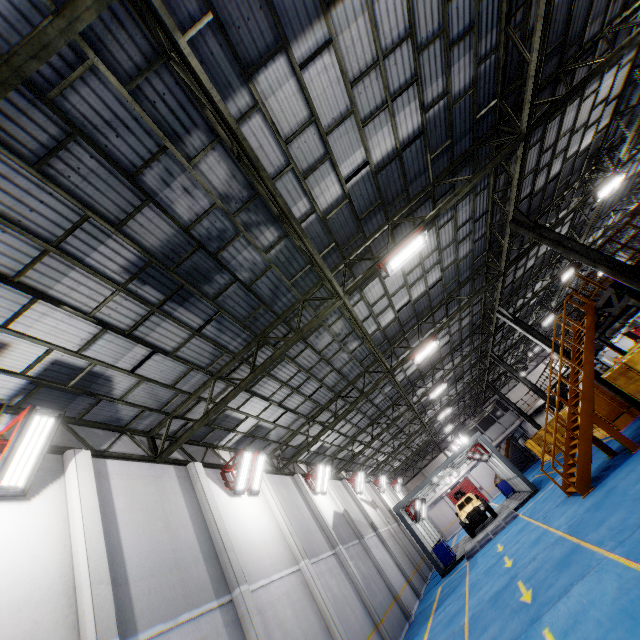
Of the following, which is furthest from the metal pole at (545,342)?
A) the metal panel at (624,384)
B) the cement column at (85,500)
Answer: the cement column at (85,500)

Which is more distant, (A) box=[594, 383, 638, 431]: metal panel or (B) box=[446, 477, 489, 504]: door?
(B) box=[446, 477, 489, 504]: door

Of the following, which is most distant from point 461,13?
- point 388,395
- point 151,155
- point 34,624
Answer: point 388,395

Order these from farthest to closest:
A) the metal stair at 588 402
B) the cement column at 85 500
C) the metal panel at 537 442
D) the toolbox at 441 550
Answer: the metal panel at 537 442 → the toolbox at 441 550 → the metal stair at 588 402 → the cement column at 85 500

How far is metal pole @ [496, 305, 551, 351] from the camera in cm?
1753

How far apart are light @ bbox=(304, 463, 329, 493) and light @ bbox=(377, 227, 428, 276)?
12.94m

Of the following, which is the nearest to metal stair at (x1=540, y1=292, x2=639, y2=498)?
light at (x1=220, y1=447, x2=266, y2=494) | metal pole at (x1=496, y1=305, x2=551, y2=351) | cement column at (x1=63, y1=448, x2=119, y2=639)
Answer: metal pole at (x1=496, y1=305, x2=551, y2=351)

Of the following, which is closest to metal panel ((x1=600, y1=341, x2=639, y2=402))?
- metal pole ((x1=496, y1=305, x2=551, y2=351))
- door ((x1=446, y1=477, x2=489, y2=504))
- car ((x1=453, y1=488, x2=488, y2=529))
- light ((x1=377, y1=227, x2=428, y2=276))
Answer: metal pole ((x1=496, y1=305, x2=551, y2=351))
